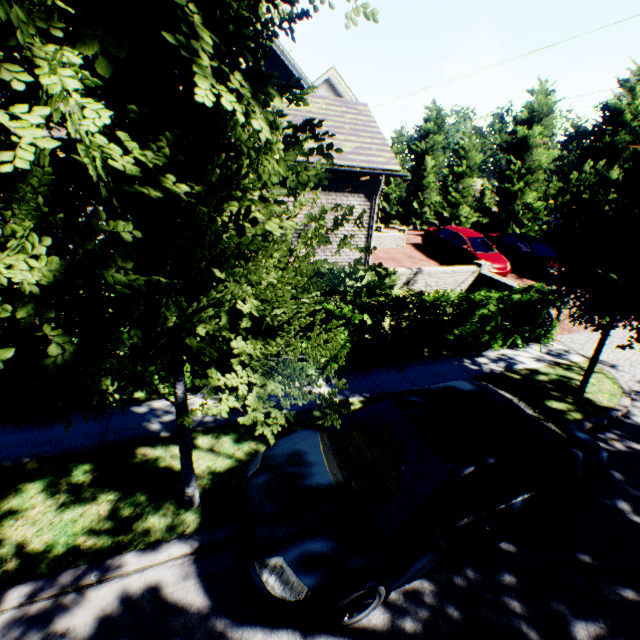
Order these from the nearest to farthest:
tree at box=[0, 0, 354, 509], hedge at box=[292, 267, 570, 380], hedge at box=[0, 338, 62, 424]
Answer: tree at box=[0, 0, 354, 509], hedge at box=[0, 338, 62, 424], hedge at box=[292, 267, 570, 380]

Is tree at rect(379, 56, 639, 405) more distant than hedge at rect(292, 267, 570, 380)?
No

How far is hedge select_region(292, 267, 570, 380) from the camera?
7.3m

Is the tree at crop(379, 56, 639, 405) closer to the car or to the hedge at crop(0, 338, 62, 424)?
the car

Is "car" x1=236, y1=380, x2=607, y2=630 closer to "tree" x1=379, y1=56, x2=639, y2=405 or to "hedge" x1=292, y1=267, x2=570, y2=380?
"tree" x1=379, y1=56, x2=639, y2=405

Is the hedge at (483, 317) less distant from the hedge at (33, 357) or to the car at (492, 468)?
the hedge at (33, 357)

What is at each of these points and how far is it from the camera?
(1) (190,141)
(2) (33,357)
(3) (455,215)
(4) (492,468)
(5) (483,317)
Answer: (1) tree, 2.4m
(2) hedge, 5.2m
(3) tree, 28.2m
(4) car, 3.5m
(5) hedge, 8.7m

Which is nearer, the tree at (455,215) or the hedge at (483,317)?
the tree at (455,215)
